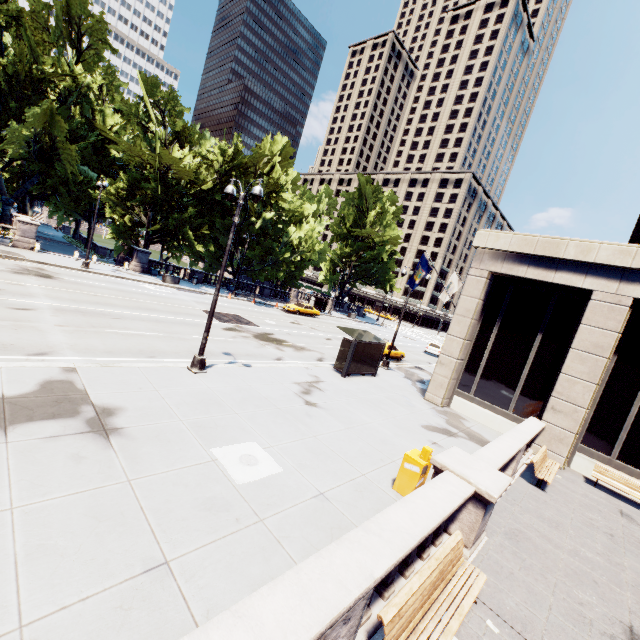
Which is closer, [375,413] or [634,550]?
[634,550]

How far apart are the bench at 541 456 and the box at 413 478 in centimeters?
556cm

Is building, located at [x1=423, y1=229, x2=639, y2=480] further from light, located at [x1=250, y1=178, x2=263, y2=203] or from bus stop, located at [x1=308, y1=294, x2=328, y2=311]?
bus stop, located at [x1=308, y1=294, x2=328, y2=311]

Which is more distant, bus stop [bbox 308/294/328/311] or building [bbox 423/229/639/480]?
bus stop [bbox 308/294/328/311]

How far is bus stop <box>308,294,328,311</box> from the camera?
47.1m

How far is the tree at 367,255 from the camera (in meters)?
51.22

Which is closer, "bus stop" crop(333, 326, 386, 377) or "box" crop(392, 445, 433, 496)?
"box" crop(392, 445, 433, 496)

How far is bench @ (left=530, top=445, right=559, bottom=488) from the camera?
11.4 meters
